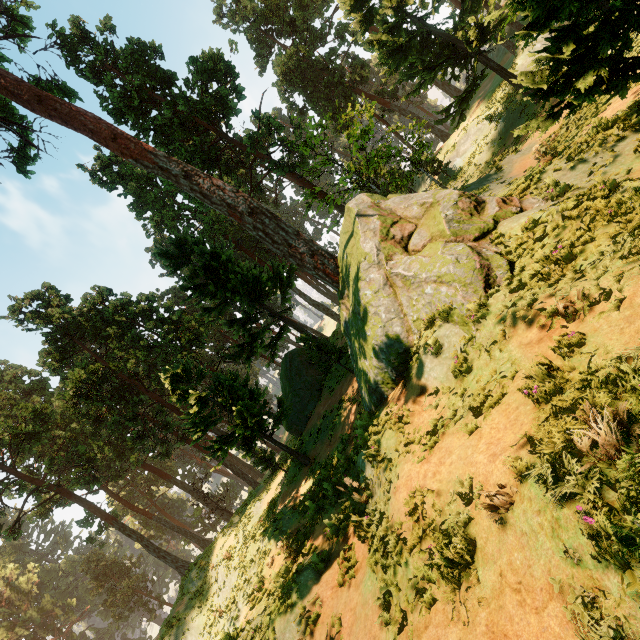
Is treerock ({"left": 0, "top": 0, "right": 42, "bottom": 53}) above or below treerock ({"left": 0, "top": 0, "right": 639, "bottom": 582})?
above

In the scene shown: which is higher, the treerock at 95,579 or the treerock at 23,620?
the treerock at 23,620

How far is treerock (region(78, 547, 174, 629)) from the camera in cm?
5188

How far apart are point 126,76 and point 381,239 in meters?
24.1

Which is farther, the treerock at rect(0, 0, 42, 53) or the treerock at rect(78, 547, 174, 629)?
the treerock at rect(78, 547, 174, 629)

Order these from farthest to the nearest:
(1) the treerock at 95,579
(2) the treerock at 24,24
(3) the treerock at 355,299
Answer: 1. (1) the treerock at 95,579
2. (2) the treerock at 24,24
3. (3) the treerock at 355,299
